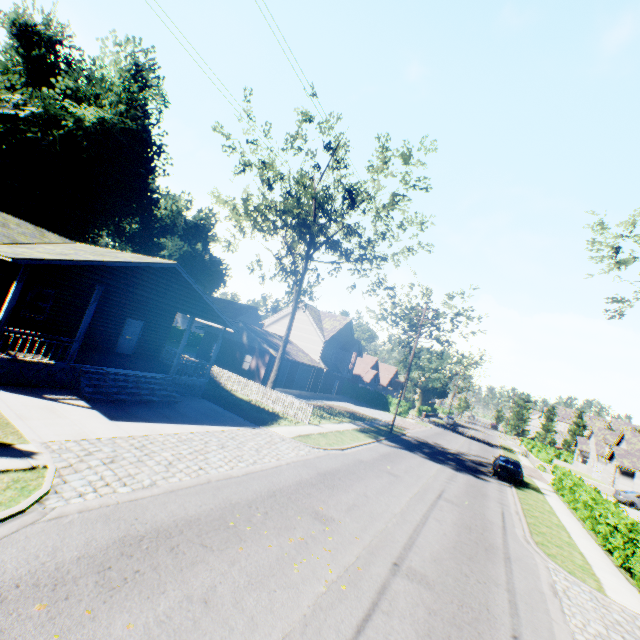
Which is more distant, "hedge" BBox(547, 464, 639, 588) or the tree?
the tree

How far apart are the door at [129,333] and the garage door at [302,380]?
19.93m

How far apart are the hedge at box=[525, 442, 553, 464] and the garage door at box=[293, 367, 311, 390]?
29.27m

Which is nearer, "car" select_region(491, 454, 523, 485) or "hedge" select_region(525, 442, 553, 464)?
"car" select_region(491, 454, 523, 485)

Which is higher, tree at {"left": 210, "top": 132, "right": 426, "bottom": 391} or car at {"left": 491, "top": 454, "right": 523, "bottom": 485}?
tree at {"left": 210, "top": 132, "right": 426, "bottom": 391}

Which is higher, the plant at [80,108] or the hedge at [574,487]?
the plant at [80,108]

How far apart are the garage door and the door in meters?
19.9 m

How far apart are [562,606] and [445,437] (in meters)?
31.96
